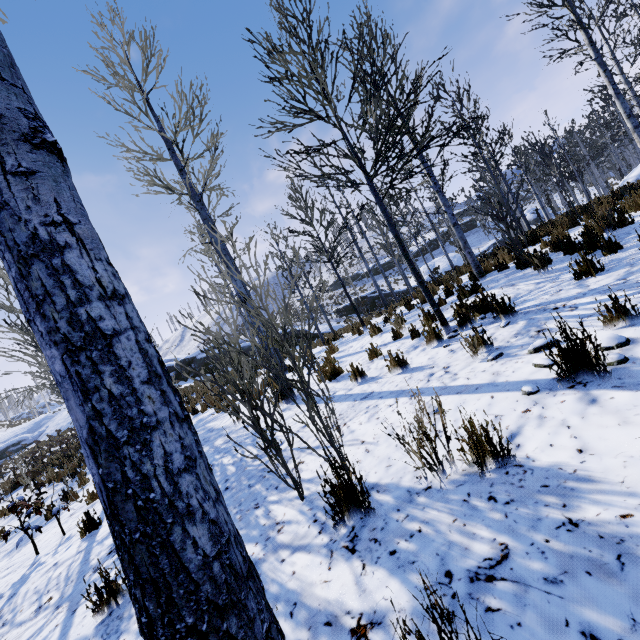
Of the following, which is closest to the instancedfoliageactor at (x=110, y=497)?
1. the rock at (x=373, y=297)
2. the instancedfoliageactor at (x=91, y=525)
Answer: the rock at (x=373, y=297)

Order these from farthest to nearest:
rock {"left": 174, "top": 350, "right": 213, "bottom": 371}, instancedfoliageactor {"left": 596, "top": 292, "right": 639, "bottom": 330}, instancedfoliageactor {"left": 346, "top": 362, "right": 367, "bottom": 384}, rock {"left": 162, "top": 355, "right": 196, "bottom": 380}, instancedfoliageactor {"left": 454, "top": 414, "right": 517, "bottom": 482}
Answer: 1. rock {"left": 162, "top": 355, "right": 196, "bottom": 380}
2. rock {"left": 174, "top": 350, "right": 213, "bottom": 371}
3. instancedfoliageactor {"left": 346, "top": 362, "right": 367, "bottom": 384}
4. instancedfoliageactor {"left": 596, "top": 292, "right": 639, "bottom": 330}
5. instancedfoliageactor {"left": 454, "top": 414, "right": 517, "bottom": 482}

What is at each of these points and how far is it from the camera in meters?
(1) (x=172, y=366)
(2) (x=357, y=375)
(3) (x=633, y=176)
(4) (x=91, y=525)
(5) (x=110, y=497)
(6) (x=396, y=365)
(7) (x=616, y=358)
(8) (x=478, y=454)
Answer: (1) rock, 30.5 m
(2) instancedfoliageactor, 5.3 m
(3) rock, 12.1 m
(4) instancedfoliageactor, 4.9 m
(5) instancedfoliageactor, 0.9 m
(6) instancedfoliageactor, 4.7 m
(7) instancedfoliageactor, 2.2 m
(8) instancedfoliageactor, 1.9 m

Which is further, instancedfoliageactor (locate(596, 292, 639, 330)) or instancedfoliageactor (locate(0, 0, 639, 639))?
instancedfoliageactor (locate(596, 292, 639, 330))

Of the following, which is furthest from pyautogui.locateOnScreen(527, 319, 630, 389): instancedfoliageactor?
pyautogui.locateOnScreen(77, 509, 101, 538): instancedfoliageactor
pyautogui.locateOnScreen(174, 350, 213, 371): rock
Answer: pyautogui.locateOnScreen(77, 509, 101, 538): instancedfoliageactor

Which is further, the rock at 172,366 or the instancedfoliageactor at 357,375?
the rock at 172,366

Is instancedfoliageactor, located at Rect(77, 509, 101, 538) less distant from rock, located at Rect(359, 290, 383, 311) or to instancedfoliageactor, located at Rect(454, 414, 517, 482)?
instancedfoliageactor, located at Rect(454, 414, 517, 482)

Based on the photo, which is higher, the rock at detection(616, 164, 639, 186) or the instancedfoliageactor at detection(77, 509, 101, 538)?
the rock at detection(616, 164, 639, 186)
